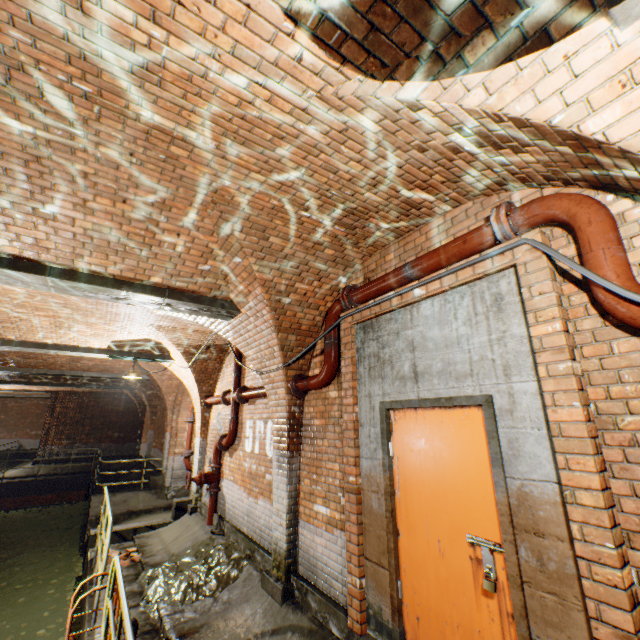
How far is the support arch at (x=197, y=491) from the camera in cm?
817

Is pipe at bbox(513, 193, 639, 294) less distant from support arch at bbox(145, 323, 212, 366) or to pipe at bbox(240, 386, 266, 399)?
pipe at bbox(240, 386, 266, 399)

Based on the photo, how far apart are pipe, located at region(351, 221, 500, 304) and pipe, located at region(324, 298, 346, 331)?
0.1 meters

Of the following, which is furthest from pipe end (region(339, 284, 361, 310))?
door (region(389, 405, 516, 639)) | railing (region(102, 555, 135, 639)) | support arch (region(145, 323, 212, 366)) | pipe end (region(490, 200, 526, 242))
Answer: support arch (region(145, 323, 212, 366))

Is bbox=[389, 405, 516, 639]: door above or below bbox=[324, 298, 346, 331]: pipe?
below

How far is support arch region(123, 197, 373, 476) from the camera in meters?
3.6 m

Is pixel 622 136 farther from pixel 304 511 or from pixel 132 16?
pixel 304 511

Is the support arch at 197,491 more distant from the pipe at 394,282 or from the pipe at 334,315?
the pipe at 394,282
